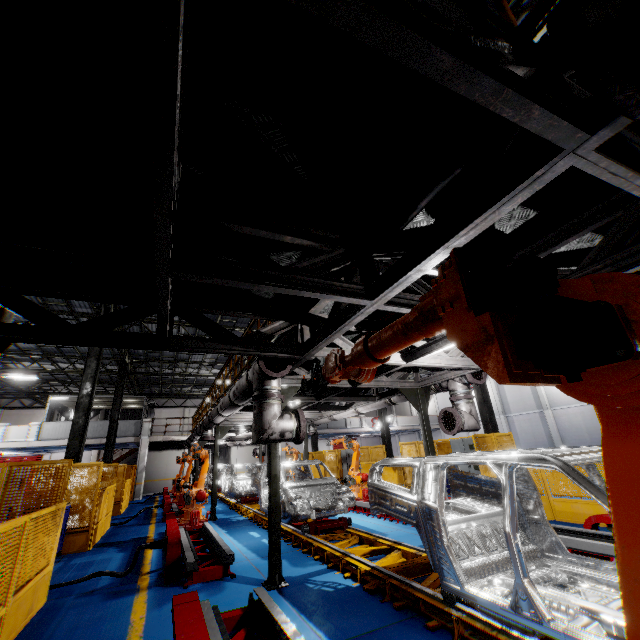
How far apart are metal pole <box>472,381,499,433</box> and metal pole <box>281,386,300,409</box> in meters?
10.2 m

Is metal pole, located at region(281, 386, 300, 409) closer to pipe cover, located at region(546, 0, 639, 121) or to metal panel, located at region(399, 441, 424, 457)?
metal panel, located at region(399, 441, 424, 457)

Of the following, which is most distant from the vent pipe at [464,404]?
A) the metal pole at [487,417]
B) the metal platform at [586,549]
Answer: the metal pole at [487,417]

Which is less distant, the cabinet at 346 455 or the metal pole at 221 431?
the metal pole at 221 431

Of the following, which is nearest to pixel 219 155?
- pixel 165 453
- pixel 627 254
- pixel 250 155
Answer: pixel 250 155

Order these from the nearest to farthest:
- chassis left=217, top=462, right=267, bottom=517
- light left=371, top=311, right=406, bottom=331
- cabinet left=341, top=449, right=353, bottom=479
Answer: light left=371, top=311, right=406, bottom=331 < chassis left=217, top=462, right=267, bottom=517 < cabinet left=341, top=449, right=353, bottom=479

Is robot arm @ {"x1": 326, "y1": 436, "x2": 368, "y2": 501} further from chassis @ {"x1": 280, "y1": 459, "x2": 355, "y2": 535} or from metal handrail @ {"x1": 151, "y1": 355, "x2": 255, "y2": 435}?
metal handrail @ {"x1": 151, "y1": 355, "x2": 255, "y2": 435}

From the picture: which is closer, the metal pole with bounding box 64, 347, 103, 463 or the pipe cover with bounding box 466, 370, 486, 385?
the pipe cover with bounding box 466, 370, 486, 385
